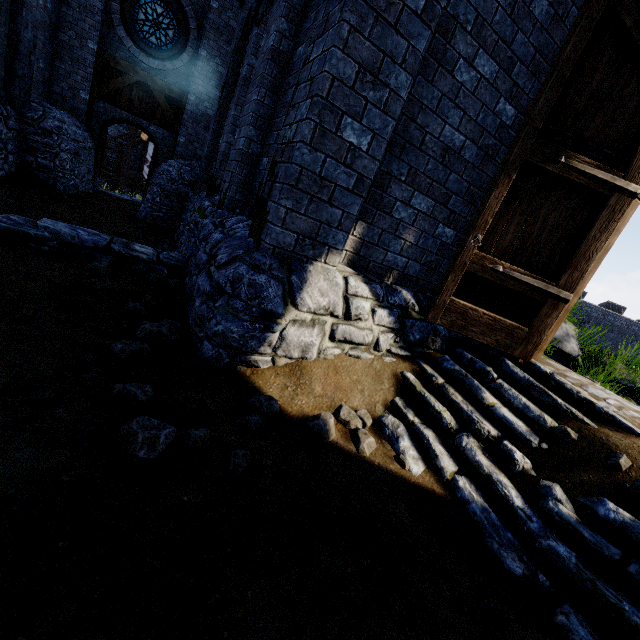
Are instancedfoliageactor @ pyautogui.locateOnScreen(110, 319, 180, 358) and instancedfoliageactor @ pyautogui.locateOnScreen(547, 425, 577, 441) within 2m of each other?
no

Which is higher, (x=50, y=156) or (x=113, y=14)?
(x=113, y=14)

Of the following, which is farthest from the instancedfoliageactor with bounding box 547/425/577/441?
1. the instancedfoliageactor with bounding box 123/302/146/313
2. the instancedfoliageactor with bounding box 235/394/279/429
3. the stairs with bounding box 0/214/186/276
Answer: the stairs with bounding box 0/214/186/276

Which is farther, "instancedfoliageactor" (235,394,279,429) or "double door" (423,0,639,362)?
"double door" (423,0,639,362)

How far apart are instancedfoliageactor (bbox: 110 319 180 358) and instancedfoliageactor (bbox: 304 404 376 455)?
1.70m

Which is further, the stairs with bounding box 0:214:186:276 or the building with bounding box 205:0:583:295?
the stairs with bounding box 0:214:186:276

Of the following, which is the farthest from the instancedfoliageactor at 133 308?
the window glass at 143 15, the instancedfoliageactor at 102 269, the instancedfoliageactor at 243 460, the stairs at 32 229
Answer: the window glass at 143 15

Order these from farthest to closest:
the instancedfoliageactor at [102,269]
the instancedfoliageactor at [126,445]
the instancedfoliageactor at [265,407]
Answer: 1. the instancedfoliageactor at [102,269]
2. the instancedfoliageactor at [265,407]
3. the instancedfoliageactor at [126,445]
